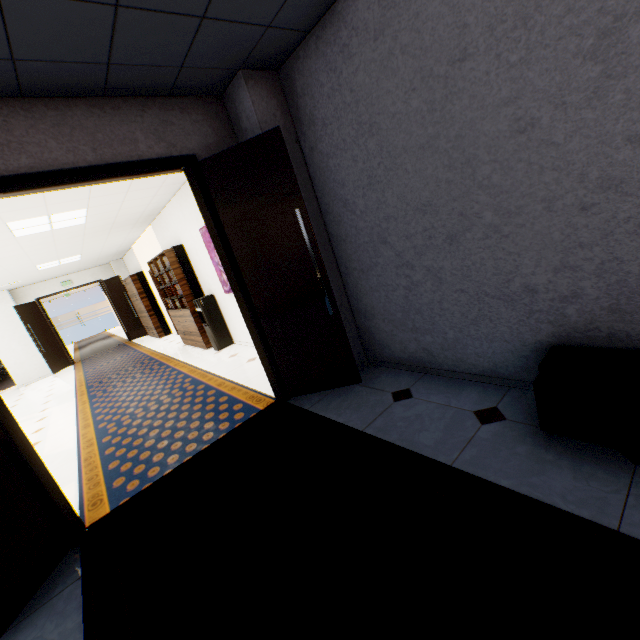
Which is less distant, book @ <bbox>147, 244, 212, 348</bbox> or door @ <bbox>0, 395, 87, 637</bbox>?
door @ <bbox>0, 395, 87, 637</bbox>

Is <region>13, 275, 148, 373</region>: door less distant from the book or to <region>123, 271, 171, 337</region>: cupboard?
<region>123, 271, 171, 337</region>: cupboard

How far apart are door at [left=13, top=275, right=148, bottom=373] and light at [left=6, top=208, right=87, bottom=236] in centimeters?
692cm

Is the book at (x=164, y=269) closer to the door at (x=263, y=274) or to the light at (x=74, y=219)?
the light at (x=74, y=219)

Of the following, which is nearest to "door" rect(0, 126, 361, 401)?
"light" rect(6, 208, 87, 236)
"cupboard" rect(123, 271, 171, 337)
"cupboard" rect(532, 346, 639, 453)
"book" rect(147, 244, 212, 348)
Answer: "cupboard" rect(532, 346, 639, 453)

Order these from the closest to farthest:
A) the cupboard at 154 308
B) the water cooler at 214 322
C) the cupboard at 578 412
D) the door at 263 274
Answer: the cupboard at 578 412 < the door at 263 274 < the water cooler at 214 322 < the cupboard at 154 308

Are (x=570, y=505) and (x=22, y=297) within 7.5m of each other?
no

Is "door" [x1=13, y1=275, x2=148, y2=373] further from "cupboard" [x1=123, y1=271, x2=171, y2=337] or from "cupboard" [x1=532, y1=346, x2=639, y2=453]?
"cupboard" [x1=532, y1=346, x2=639, y2=453]
